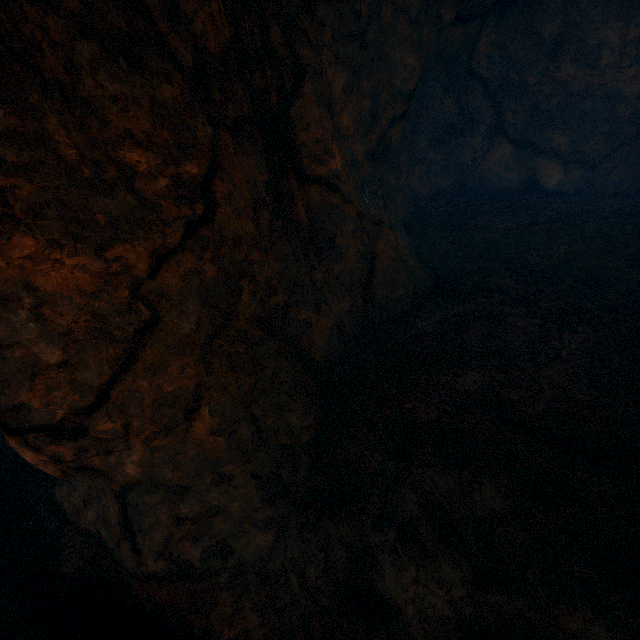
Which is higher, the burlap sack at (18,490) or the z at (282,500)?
the z at (282,500)

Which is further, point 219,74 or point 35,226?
point 219,74

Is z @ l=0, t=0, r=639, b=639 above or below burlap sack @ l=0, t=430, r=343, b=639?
above
